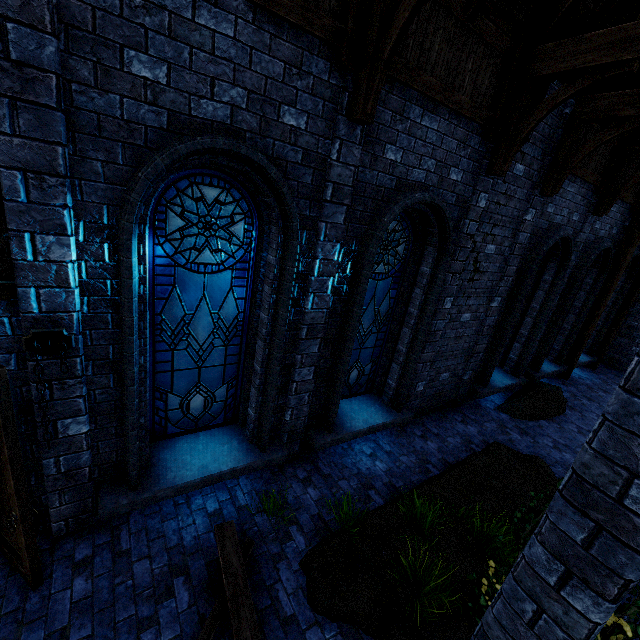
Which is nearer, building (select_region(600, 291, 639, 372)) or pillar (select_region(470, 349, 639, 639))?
pillar (select_region(470, 349, 639, 639))

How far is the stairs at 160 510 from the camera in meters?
4.3 m

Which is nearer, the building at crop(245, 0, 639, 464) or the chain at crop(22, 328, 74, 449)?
the chain at crop(22, 328, 74, 449)

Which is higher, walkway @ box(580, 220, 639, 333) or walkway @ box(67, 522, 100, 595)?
walkway @ box(580, 220, 639, 333)

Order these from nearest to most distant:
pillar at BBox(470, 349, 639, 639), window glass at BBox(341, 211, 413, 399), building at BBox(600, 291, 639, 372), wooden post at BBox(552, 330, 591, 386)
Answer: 1. pillar at BBox(470, 349, 639, 639)
2. window glass at BBox(341, 211, 413, 399)
3. wooden post at BBox(552, 330, 591, 386)
4. building at BBox(600, 291, 639, 372)

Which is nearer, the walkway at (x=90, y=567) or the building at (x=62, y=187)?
the building at (x=62, y=187)

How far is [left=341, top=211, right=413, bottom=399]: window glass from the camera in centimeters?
557cm

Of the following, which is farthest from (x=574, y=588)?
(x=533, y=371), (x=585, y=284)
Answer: (x=585, y=284)
